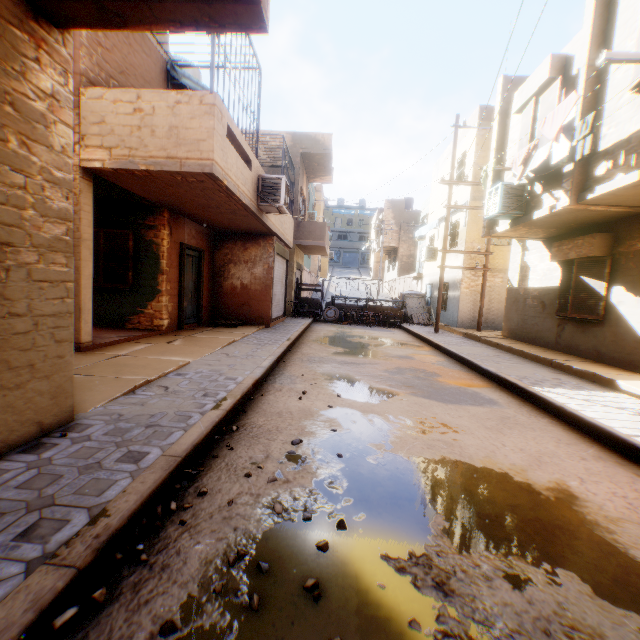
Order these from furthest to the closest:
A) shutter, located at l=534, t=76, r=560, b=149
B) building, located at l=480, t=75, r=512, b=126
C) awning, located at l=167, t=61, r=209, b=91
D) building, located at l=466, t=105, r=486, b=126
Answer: building, located at l=466, t=105, r=486, b=126 → building, located at l=480, t=75, r=512, b=126 → awning, located at l=167, t=61, r=209, b=91 → shutter, located at l=534, t=76, r=560, b=149

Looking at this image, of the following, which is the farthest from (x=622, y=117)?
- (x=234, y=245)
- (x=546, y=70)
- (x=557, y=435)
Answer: (x=234, y=245)

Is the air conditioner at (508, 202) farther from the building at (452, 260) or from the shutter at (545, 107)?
the shutter at (545, 107)

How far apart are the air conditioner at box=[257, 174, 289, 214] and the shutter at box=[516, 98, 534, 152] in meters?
6.2 m

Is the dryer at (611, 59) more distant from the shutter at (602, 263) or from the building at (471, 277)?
the shutter at (602, 263)

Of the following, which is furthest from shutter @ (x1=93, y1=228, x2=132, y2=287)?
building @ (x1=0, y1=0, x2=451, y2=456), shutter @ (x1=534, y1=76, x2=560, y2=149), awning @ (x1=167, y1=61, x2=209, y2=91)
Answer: shutter @ (x1=534, y1=76, x2=560, y2=149)

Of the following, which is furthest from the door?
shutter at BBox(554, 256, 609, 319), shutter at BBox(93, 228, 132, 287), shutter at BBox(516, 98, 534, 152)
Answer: shutter at BBox(554, 256, 609, 319)

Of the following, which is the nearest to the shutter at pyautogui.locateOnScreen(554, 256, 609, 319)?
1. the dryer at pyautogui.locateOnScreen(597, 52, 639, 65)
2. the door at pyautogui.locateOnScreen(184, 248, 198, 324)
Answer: the dryer at pyautogui.locateOnScreen(597, 52, 639, 65)
